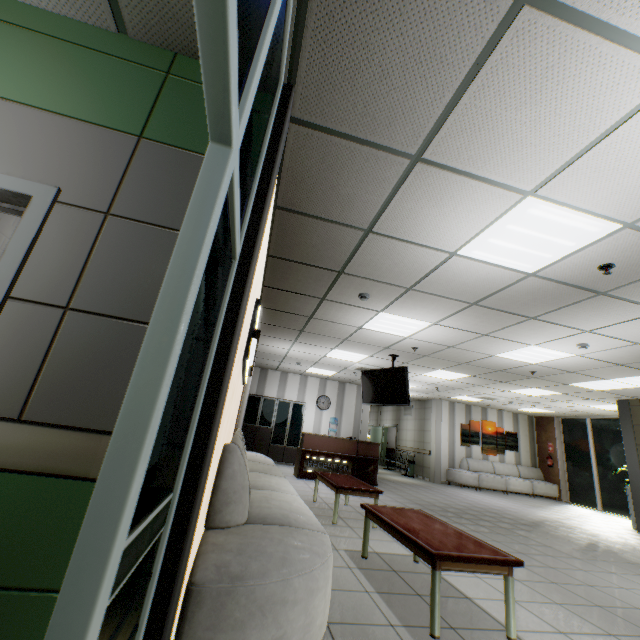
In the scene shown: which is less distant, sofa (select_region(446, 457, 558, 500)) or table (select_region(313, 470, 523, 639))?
table (select_region(313, 470, 523, 639))

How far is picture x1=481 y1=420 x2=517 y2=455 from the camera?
13.6m

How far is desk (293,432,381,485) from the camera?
8.8 meters

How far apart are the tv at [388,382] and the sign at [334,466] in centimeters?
203cm

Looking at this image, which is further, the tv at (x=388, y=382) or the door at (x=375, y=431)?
the door at (x=375, y=431)

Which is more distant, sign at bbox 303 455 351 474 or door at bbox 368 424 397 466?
door at bbox 368 424 397 466

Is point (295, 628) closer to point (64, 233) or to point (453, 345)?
A: point (64, 233)

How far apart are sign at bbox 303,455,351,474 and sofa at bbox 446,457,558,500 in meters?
6.0 m
